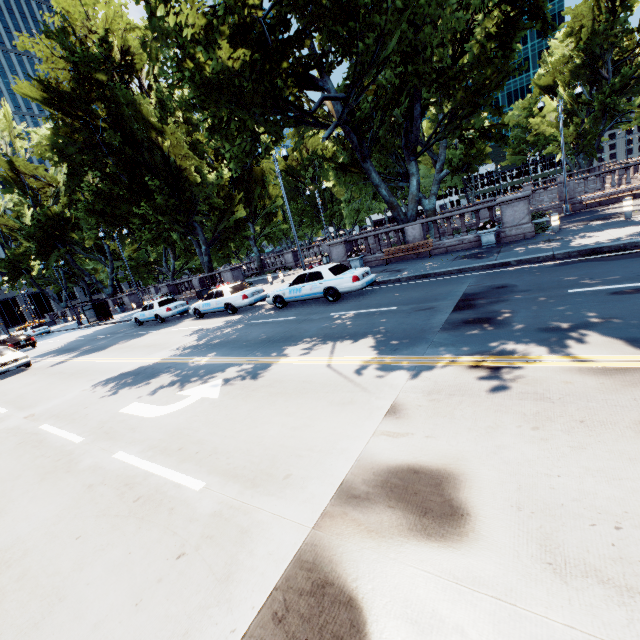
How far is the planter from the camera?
15.4m

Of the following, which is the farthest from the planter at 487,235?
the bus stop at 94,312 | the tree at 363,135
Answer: the bus stop at 94,312

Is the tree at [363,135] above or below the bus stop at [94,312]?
above

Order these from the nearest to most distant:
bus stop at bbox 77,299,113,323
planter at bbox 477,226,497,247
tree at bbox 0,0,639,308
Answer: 1. tree at bbox 0,0,639,308
2. planter at bbox 477,226,497,247
3. bus stop at bbox 77,299,113,323

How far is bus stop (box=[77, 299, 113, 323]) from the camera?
32.8m

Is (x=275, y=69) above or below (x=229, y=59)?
above

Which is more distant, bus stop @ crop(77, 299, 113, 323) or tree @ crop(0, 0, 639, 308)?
bus stop @ crop(77, 299, 113, 323)

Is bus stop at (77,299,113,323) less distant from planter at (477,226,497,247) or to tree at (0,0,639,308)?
tree at (0,0,639,308)
